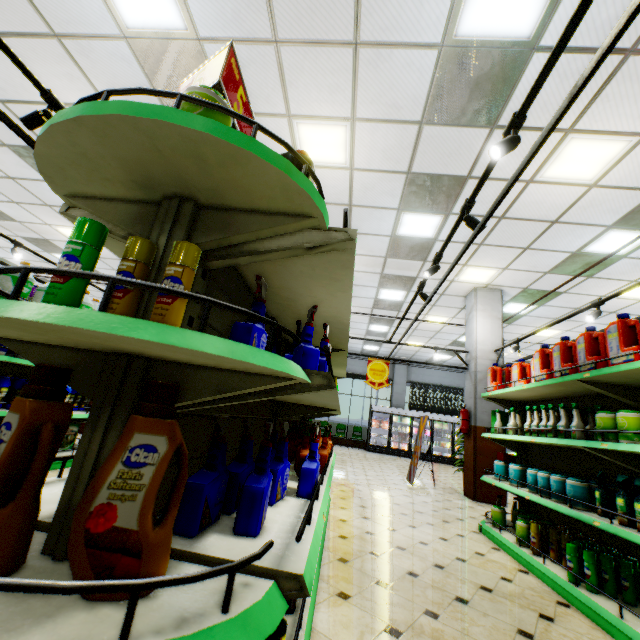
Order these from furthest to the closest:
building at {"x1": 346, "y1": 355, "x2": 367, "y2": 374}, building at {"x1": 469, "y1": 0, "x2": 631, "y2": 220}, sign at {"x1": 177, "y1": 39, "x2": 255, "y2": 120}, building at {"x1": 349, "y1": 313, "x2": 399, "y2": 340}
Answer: building at {"x1": 346, "y1": 355, "x2": 367, "y2": 374} < building at {"x1": 349, "y1": 313, "x2": 399, "y2": 340} < building at {"x1": 469, "y1": 0, "x2": 631, "y2": 220} < sign at {"x1": 177, "y1": 39, "x2": 255, "y2": 120}

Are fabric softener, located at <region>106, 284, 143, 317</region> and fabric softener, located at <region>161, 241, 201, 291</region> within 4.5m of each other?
yes

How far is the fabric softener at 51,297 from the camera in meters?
0.9

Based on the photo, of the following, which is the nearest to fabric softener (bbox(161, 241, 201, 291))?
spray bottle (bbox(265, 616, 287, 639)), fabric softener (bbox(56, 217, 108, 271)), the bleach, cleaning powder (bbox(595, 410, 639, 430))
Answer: fabric softener (bbox(56, 217, 108, 271))

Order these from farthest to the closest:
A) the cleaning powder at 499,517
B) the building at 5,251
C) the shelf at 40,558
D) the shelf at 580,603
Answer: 1. the building at 5,251
2. the cleaning powder at 499,517
3. the shelf at 580,603
4. the shelf at 40,558

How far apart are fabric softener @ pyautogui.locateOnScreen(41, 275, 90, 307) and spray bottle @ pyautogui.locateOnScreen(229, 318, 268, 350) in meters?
0.4

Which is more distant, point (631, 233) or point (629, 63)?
point (631, 233)

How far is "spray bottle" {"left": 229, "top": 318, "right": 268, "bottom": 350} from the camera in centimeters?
125cm
